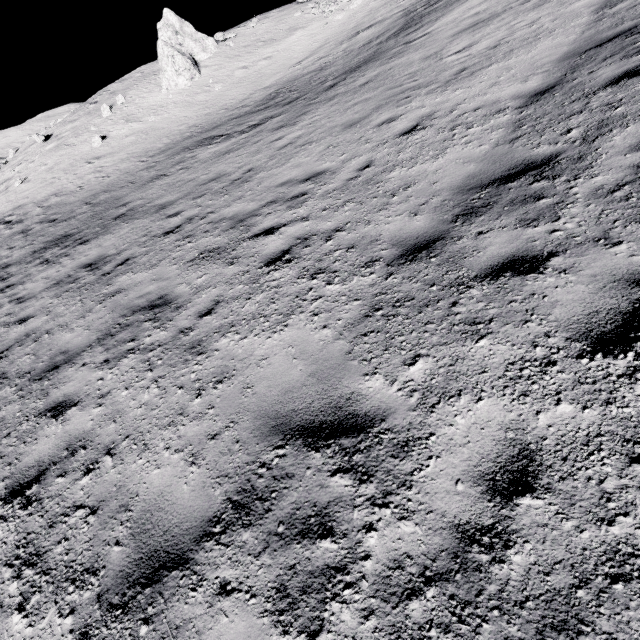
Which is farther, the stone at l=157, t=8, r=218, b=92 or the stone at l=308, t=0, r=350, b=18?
the stone at l=308, t=0, r=350, b=18

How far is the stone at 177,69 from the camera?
20.5 meters

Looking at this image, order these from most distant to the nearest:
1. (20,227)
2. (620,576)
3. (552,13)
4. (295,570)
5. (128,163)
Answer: (128,163)
(20,227)
(552,13)
(295,570)
(620,576)

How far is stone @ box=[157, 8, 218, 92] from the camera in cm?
2050

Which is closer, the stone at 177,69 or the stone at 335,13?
the stone at 177,69
